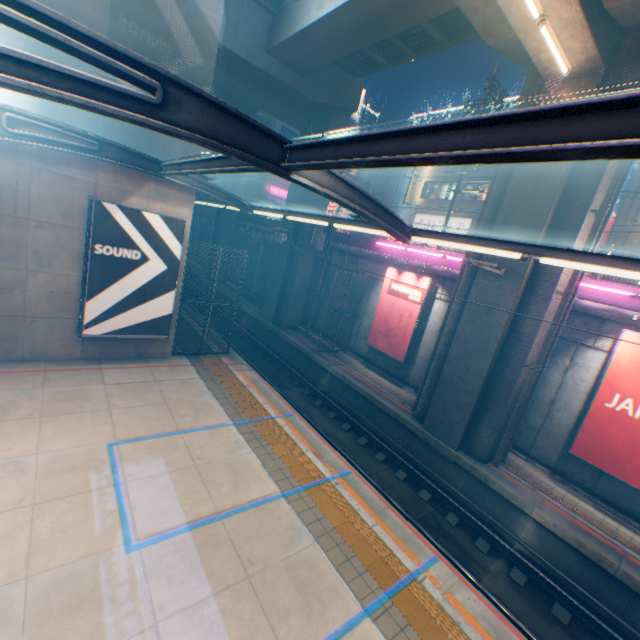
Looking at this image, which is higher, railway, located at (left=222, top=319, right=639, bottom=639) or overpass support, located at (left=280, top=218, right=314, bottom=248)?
overpass support, located at (left=280, top=218, right=314, bottom=248)

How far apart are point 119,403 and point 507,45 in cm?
1611

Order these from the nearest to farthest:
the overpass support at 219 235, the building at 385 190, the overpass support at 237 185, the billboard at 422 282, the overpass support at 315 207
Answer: the billboard at 422 282, the overpass support at 315 207, the overpass support at 237 185, the overpass support at 219 235, the building at 385 190

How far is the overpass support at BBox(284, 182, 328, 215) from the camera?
19.95m

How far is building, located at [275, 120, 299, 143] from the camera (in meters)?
35.09

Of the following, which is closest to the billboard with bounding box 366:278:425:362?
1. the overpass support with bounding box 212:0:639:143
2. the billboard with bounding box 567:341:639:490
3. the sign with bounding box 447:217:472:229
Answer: the overpass support with bounding box 212:0:639:143

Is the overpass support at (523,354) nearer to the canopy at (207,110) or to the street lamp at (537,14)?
the street lamp at (537,14)
